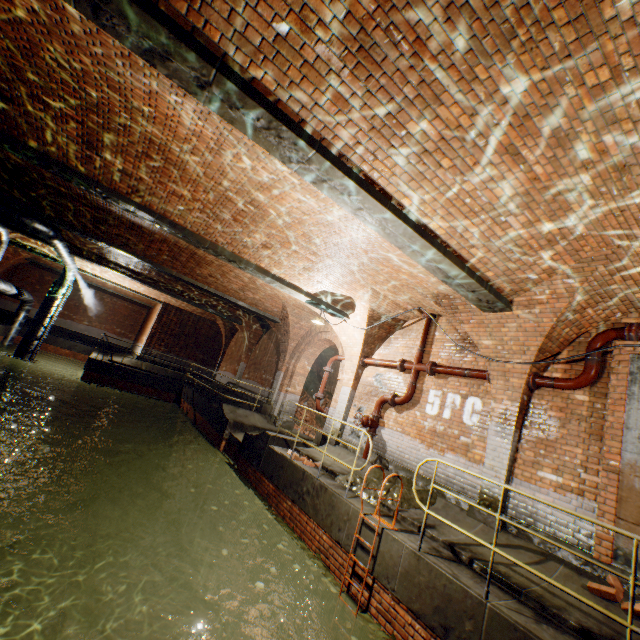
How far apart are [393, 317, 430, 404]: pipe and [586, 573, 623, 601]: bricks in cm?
452

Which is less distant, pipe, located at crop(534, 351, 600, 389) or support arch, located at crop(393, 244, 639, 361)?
support arch, located at crop(393, 244, 639, 361)

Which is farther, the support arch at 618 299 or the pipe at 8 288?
the pipe at 8 288

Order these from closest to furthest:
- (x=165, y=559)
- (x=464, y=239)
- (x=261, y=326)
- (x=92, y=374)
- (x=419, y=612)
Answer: (x=419, y=612), (x=464, y=239), (x=165, y=559), (x=92, y=374), (x=261, y=326)

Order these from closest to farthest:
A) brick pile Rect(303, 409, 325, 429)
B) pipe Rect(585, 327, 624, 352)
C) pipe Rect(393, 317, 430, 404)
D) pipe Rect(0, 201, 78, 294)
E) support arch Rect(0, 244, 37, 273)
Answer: pipe Rect(585, 327, 624, 352) < pipe Rect(393, 317, 430, 404) < pipe Rect(0, 201, 78, 294) < brick pile Rect(303, 409, 325, 429) < support arch Rect(0, 244, 37, 273)

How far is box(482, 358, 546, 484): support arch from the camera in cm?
611

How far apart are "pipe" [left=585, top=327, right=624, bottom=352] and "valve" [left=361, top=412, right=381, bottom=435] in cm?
402

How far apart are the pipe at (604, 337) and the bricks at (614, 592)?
2.8m
